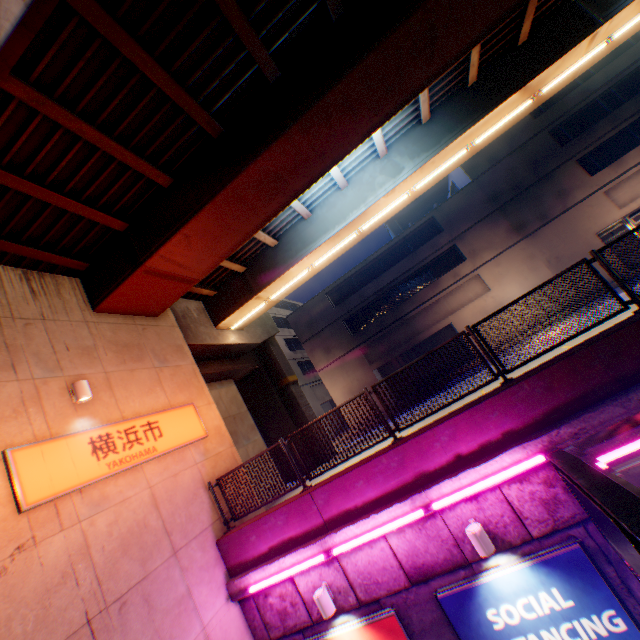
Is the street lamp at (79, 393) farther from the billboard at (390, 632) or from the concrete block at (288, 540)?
the billboard at (390, 632)

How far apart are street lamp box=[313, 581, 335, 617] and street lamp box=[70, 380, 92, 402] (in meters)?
6.26

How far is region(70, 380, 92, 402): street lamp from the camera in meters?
6.8 m

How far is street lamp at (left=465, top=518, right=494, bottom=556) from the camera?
5.4 meters

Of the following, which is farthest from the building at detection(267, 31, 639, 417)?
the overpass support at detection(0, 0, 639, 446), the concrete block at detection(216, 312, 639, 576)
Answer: the concrete block at detection(216, 312, 639, 576)

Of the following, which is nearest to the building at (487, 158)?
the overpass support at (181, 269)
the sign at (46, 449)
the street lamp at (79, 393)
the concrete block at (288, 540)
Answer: the overpass support at (181, 269)

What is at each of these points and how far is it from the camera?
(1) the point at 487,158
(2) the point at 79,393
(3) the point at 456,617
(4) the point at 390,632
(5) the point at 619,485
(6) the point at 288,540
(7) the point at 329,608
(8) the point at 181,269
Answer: (1) building, 25.2 meters
(2) street lamp, 6.8 meters
(3) billboard, 5.8 meters
(4) billboard, 6.1 meters
(5) canopy, 2.5 meters
(6) concrete block, 7.2 meters
(7) street lamp, 6.3 meters
(8) overpass support, 9.2 meters

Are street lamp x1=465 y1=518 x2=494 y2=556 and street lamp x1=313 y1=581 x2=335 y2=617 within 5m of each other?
yes
